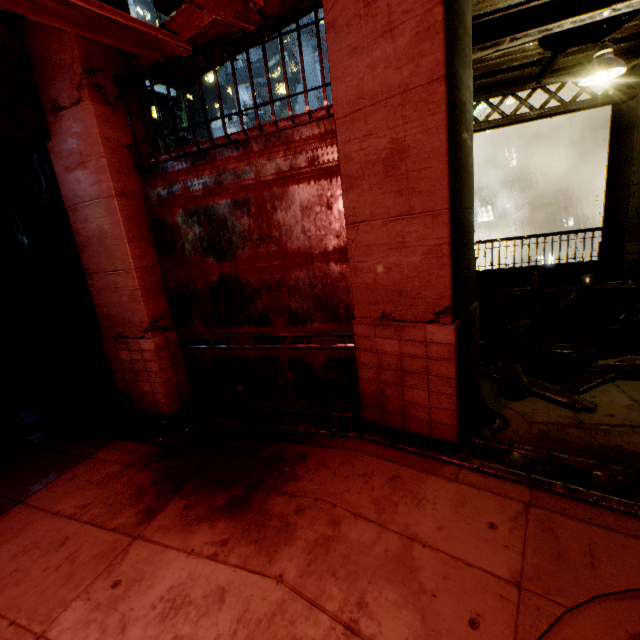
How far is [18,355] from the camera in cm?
723

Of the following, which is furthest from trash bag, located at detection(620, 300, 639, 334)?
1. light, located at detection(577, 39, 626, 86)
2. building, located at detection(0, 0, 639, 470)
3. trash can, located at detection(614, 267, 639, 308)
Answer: light, located at detection(577, 39, 626, 86)

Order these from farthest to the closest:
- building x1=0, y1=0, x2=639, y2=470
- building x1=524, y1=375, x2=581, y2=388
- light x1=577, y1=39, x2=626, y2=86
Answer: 1. building x1=524, y1=375, x2=581, y2=388
2. light x1=577, y1=39, x2=626, y2=86
3. building x1=0, y1=0, x2=639, y2=470

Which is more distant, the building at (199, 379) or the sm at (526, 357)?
the sm at (526, 357)

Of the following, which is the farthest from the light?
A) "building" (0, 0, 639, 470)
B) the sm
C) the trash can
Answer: Result: the sm

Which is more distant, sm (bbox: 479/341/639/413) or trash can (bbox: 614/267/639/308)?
trash can (bbox: 614/267/639/308)

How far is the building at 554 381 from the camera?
5.36m

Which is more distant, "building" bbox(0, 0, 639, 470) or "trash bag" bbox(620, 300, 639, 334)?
"trash bag" bbox(620, 300, 639, 334)
